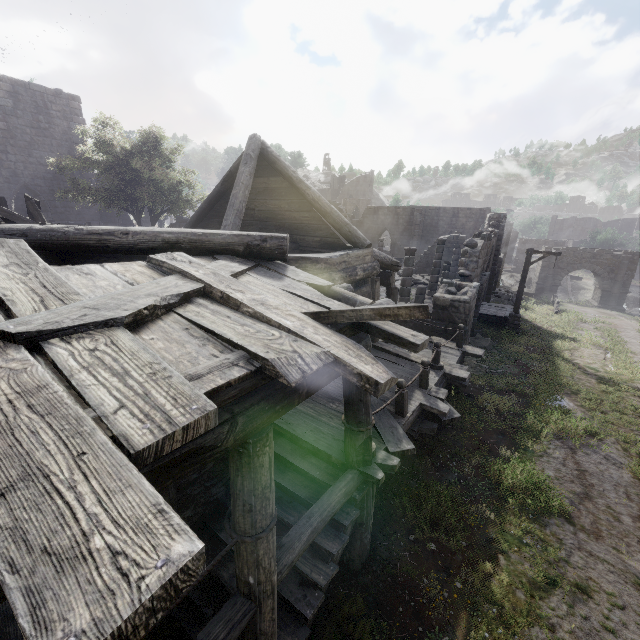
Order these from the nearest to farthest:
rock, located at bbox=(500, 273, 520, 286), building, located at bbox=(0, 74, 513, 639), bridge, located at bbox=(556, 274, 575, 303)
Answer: building, located at bbox=(0, 74, 513, 639)
bridge, located at bbox=(556, 274, 575, 303)
rock, located at bbox=(500, 273, 520, 286)

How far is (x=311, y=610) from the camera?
4.20m

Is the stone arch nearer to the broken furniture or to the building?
the building

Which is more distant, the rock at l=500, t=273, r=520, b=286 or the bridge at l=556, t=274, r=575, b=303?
the rock at l=500, t=273, r=520, b=286

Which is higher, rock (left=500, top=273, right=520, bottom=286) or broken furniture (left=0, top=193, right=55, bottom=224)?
broken furniture (left=0, top=193, right=55, bottom=224)

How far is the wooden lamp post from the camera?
16.66m

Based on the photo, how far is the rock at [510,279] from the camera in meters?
55.0 m

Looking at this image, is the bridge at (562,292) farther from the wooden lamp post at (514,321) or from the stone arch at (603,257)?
the wooden lamp post at (514,321)
